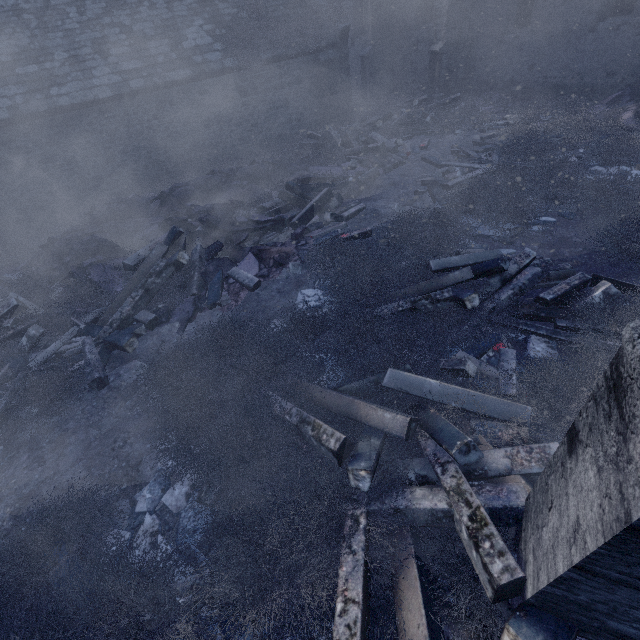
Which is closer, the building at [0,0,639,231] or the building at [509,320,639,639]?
the building at [509,320,639,639]

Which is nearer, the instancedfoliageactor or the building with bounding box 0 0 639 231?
the instancedfoliageactor

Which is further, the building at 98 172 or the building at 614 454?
the building at 98 172

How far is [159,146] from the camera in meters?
10.8 m

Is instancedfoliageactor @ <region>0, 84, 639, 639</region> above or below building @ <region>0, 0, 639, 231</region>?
below

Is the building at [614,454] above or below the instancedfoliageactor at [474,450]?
above

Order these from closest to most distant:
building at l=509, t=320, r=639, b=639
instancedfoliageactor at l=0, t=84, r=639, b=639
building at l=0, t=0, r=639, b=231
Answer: building at l=509, t=320, r=639, b=639 → instancedfoliageactor at l=0, t=84, r=639, b=639 → building at l=0, t=0, r=639, b=231
